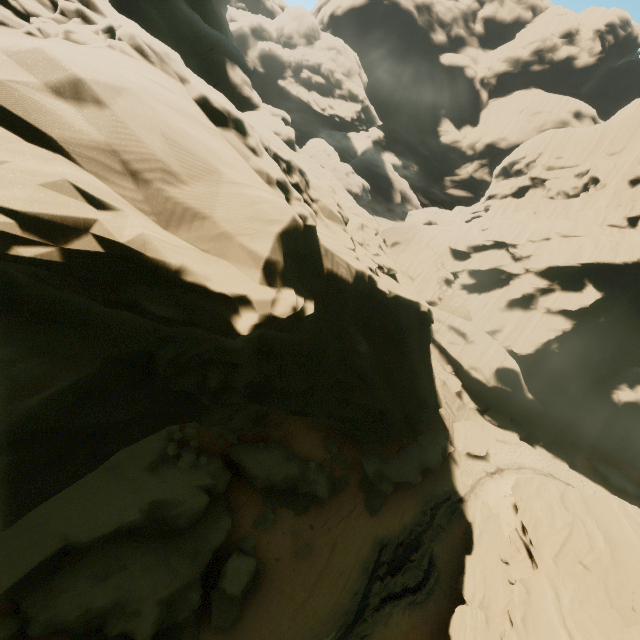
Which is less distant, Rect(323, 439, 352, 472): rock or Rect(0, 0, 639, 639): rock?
Rect(0, 0, 639, 639): rock

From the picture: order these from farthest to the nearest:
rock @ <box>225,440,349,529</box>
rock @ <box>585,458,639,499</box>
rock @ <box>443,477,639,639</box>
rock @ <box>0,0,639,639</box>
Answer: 1. rock @ <box>585,458,639,499</box>
2. rock @ <box>225,440,349,529</box>
3. rock @ <box>443,477,639,639</box>
4. rock @ <box>0,0,639,639</box>

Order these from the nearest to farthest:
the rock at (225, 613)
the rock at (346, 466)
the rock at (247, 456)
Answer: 1. the rock at (225, 613)
2. the rock at (247, 456)
3. the rock at (346, 466)

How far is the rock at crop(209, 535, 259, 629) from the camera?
14.0m

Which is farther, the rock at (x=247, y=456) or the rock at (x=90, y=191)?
the rock at (x=247, y=456)

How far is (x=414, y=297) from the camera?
18.6m

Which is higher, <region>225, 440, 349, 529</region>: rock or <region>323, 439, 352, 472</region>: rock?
<region>323, 439, 352, 472</region>: rock
